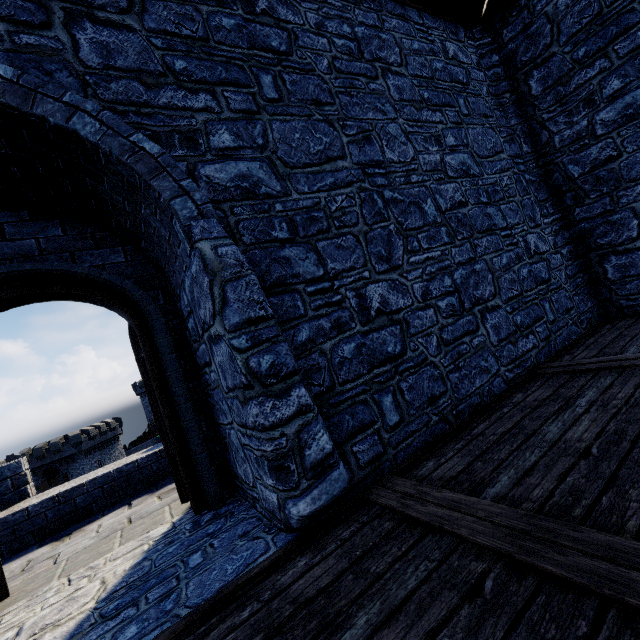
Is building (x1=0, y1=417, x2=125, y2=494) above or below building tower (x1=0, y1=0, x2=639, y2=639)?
below

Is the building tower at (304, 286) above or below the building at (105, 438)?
above

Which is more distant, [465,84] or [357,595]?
[465,84]

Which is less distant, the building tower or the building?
the building tower

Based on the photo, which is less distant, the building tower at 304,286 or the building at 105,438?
the building tower at 304,286
